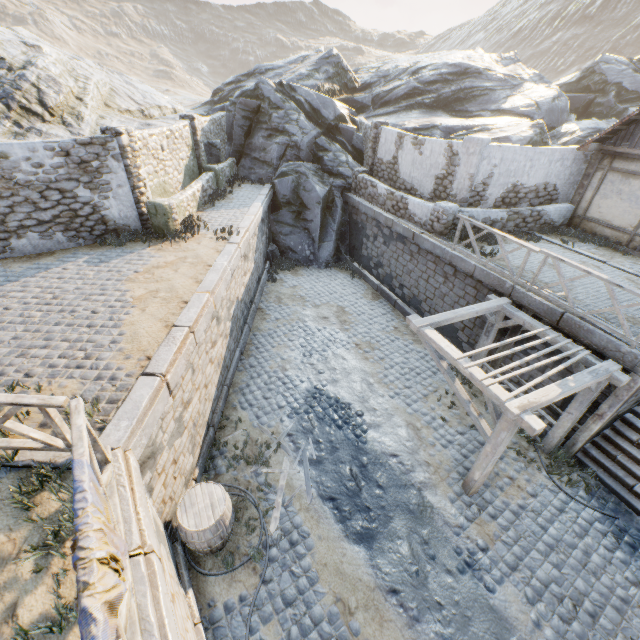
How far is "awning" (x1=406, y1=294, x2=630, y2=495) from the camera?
6.07m

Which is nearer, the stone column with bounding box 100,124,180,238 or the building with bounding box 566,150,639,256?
the stone column with bounding box 100,124,180,238

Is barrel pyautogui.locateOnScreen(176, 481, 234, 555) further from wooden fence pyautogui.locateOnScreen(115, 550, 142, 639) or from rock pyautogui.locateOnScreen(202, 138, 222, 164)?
rock pyautogui.locateOnScreen(202, 138, 222, 164)

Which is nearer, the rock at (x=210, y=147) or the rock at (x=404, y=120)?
the rock at (x=404, y=120)

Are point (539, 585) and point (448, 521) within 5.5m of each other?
yes

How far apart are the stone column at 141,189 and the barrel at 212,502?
7.98m

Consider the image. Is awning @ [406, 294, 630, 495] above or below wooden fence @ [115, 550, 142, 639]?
below

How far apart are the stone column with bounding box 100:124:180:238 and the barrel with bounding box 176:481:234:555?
7.98m
